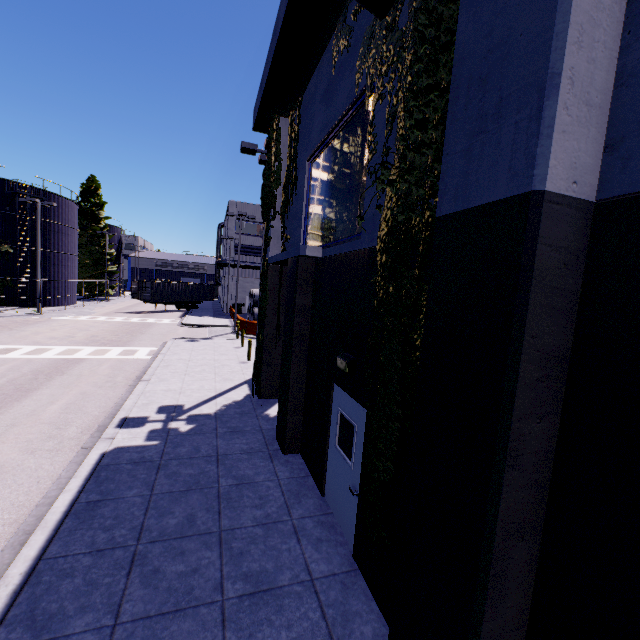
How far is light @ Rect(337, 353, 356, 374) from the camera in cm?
529

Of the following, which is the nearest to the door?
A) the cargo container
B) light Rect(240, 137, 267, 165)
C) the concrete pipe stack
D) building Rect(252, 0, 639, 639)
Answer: building Rect(252, 0, 639, 639)

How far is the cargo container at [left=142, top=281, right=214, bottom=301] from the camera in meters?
38.3

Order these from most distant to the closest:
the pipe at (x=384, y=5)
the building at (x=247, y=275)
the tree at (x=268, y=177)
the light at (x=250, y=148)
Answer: the building at (x=247, y=275)
the light at (x=250, y=148)
the tree at (x=268, y=177)
the pipe at (x=384, y=5)

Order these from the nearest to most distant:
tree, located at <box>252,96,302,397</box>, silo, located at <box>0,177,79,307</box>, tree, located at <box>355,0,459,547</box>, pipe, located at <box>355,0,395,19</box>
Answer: tree, located at <box>355,0,459,547</box>
pipe, located at <box>355,0,395,19</box>
tree, located at <box>252,96,302,397</box>
silo, located at <box>0,177,79,307</box>

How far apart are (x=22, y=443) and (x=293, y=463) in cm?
692

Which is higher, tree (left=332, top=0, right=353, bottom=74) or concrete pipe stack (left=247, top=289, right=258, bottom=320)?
tree (left=332, top=0, right=353, bottom=74)

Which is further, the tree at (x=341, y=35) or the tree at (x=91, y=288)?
the tree at (x=91, y=288)
